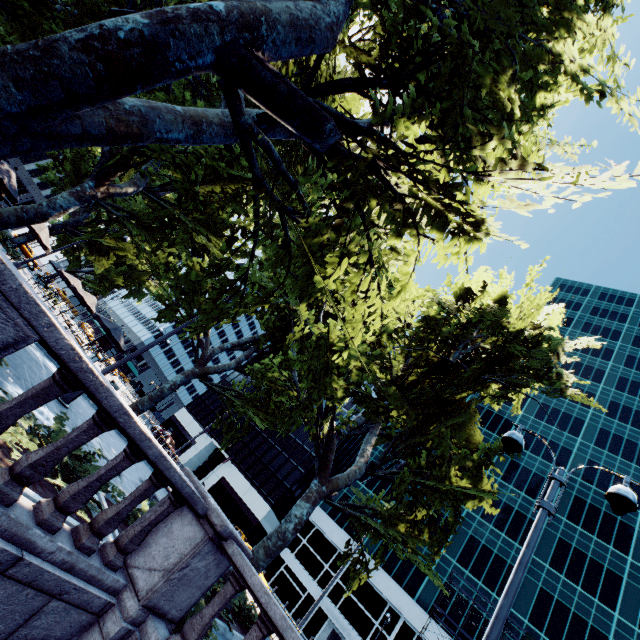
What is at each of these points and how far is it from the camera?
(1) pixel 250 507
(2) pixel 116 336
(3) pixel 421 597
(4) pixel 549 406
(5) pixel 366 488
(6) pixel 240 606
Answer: (1) building, 47.9m
(2) umbrella, 18.8m
(3) building, 37.6m
(4) building, 54.2m
(5) building, 48.4m
(6) bush, 10.8m

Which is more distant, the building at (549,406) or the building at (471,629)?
the building at (549,406)

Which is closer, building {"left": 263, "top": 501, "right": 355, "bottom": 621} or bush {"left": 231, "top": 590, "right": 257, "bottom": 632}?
bush {"left": 231, "top": 590, "right": 257, "bottom": 632}

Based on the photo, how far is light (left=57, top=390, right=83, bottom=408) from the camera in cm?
934

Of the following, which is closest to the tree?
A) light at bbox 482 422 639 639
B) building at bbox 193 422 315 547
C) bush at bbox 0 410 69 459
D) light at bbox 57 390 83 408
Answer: light at bbox 57 390 83 408

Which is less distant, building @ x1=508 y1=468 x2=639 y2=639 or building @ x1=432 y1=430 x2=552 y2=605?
building @ x1=508 y1=468 x2=639 y2=639

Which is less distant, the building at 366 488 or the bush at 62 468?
the bush at 62 468

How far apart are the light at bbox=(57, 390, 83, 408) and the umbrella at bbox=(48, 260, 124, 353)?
14.6m
